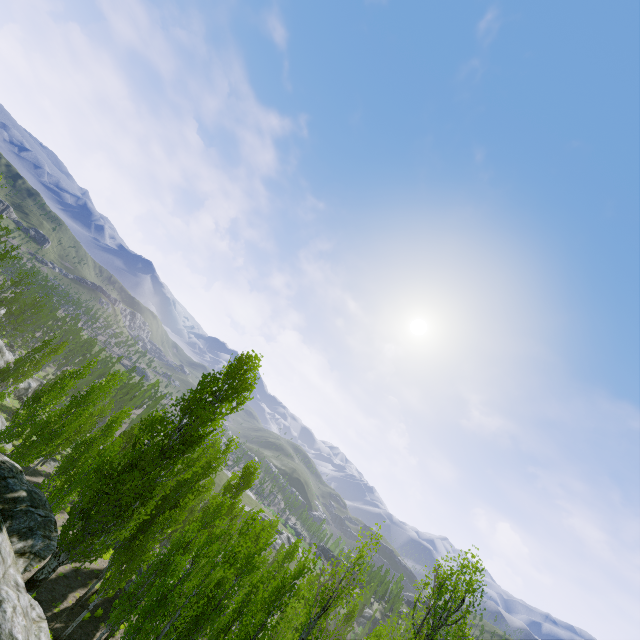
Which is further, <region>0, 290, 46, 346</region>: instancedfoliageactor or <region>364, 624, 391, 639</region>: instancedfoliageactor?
<region>0, 290, 46, 346</region>: instancedfoliageactor

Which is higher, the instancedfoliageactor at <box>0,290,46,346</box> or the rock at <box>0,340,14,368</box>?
the instancedfoliageactor at <box>0,290,46,346</box>

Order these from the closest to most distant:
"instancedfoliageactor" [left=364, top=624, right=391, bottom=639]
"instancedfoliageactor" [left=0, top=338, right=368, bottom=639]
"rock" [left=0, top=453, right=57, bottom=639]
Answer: "rock" [left=0, top=453, right=57, bottom=639], "instancedfoliageactor" [left=364, top=624, right=391, bottom=639], "instancedfoliageactor" [left=0, top=338, right=368, bottom=639]

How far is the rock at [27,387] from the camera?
50.8 meters

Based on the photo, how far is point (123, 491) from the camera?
16.8m

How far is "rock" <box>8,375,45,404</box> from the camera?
50.84m

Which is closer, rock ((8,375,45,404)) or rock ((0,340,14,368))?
rock ((0,340,14,368))

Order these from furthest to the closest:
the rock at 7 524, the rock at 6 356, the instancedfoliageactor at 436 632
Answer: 1. the rock at 6 356
2. the instancedfoliageactor at 436 632
3. the rock at 7 524
